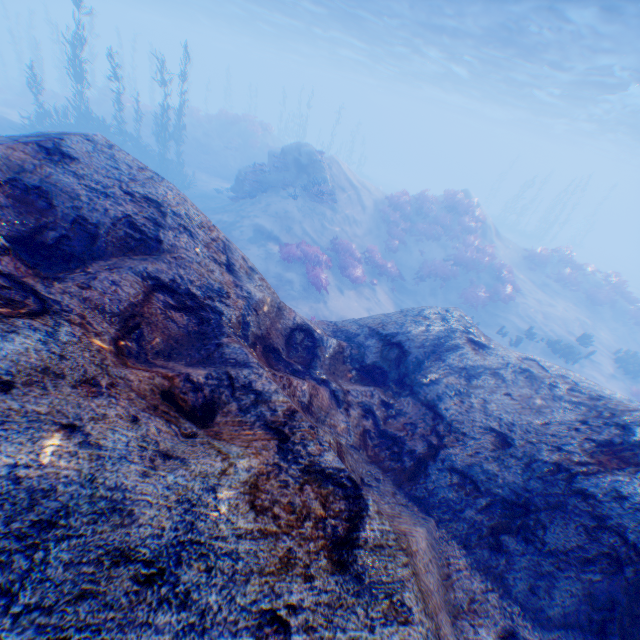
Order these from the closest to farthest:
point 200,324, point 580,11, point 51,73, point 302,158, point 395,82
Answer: point 200,324 → point 580,11 → point 302,158 → point 395,82 → point 51,73

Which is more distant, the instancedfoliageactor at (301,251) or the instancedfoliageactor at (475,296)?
the instancedfoliageactor at (475,296)

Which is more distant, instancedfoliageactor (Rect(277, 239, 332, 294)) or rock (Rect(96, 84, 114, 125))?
rock (Rect(96, 84, 114, 125))

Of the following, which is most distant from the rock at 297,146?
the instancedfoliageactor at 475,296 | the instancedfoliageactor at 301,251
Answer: the instancedfoliageactor at 475,296

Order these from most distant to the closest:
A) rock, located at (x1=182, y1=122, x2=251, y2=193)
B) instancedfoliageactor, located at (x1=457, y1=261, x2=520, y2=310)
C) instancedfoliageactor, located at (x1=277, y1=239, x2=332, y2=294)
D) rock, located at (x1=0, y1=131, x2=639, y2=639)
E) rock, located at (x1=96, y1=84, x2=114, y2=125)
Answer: rock, located at (x1=96, y1=84, x2=114, y2=125) < rock, located at (x1=182, y1=122, x2=251, y2=193) < instancedfoliageactor, located at (x1=457, y1=261, x2=520, y2=310) < instancedfoliageactor, located at (x1=277, y1=239, x2=332, y2=294) < rock, located at (x1=0, y1=131, x2=639, y2=639)

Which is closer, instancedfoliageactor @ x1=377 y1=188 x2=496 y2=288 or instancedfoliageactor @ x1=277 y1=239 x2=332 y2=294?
instancedfoliageactor @ x1=277 y1=239 x2=332 y2=294

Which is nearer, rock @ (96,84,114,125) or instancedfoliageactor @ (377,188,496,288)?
instancedfoliageactor @ (377,188,496,288)

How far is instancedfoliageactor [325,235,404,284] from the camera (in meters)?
15.36
